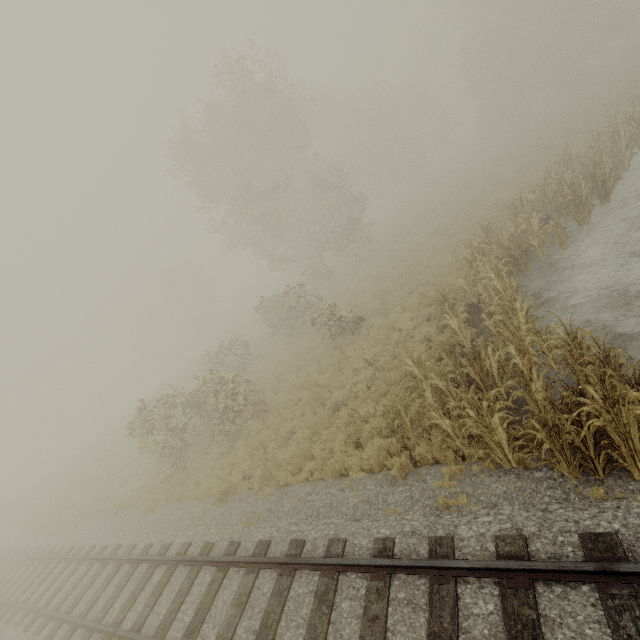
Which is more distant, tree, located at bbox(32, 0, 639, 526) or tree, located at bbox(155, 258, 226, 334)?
tree, located at bbox(155, 258, 226, 334)

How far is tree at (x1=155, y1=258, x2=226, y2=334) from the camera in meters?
48.6 m

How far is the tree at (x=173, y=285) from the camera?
48.6m

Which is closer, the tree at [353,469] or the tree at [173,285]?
the tree at [353,469]

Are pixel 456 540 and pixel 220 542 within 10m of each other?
yes
